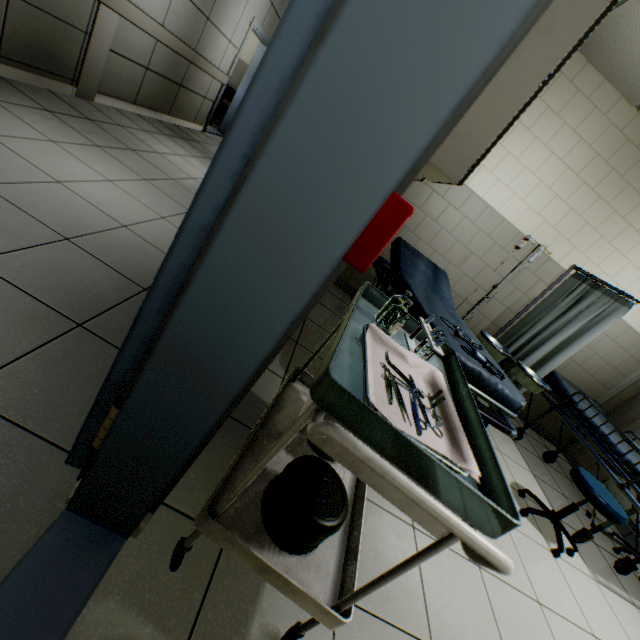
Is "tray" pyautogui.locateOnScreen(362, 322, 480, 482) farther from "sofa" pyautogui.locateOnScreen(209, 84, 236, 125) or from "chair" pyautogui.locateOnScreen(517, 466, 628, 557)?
"sofa" pyautogui.locateOnScreen(209, 84, 236, 125)

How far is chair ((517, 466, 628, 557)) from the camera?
2.31m

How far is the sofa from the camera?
7.4 meters

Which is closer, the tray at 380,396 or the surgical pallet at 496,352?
the tray at 380,396

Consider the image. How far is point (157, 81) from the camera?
4.7 meters

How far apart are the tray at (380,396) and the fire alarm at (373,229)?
0.3 meters

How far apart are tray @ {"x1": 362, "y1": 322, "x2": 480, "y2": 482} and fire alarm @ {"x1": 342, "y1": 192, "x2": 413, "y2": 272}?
0.3m

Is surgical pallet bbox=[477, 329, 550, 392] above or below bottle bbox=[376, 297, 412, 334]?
below
